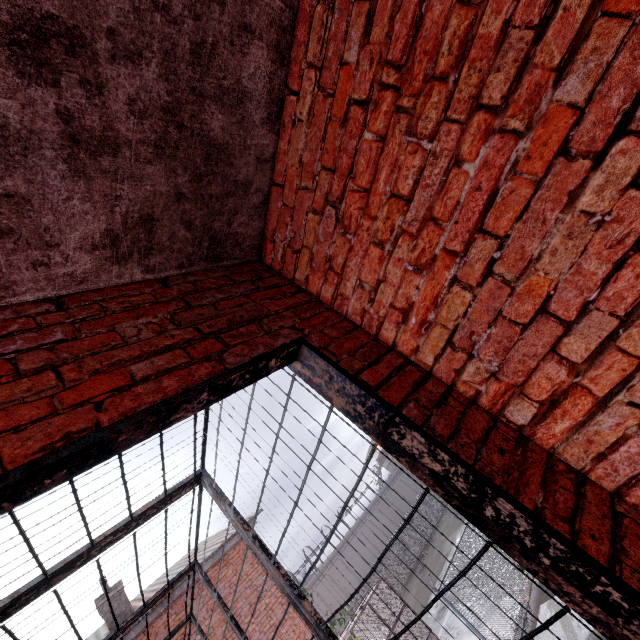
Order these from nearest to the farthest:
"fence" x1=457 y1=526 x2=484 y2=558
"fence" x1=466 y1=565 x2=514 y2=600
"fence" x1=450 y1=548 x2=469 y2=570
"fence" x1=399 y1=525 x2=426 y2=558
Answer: "fence" x1=466 y1=565 x2=514 y2=600 < "fence" x1=450 y1=548 x2=469 y2=570 < "fence" x1=457 y1=526 x2=484 y2=558 < "fence" x1=399 y1=525 x2=426 y2=558

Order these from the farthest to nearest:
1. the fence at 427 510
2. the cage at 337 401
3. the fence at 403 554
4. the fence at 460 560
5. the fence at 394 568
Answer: the fence at 427 510 < the fence at 403 554 < the fence at 394 568 < the fence at 460 560 < the cage at 337 401

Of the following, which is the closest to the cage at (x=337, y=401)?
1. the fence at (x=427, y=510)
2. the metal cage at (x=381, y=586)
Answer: the fence at (x=427, y=510)

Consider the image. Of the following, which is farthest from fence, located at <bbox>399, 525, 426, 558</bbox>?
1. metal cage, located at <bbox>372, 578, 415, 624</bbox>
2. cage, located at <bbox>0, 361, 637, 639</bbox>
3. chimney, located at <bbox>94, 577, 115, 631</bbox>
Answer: chimney, located at <bbox>94, 577, 115, 631</bbox>

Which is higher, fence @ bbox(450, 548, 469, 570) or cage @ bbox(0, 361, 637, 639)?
cage @ bbox(0, 361, 637, 639)

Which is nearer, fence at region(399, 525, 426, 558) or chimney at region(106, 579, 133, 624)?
chimney at region(106, 579, 133, 624)

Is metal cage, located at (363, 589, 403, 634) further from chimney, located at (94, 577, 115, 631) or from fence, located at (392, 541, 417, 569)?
chimney, located at (94, 577, 115, 631)

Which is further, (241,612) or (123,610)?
(123,610)
